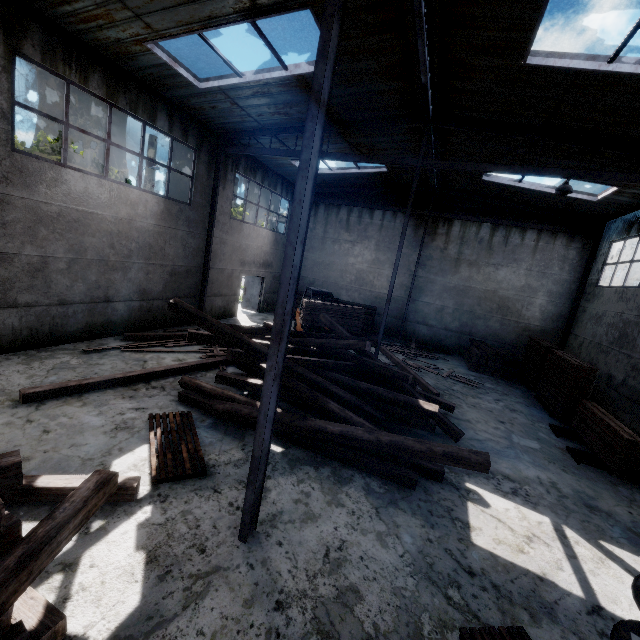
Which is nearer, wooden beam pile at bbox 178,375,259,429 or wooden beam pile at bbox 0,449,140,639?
wooden beam pile at bbox 0,449,140,639

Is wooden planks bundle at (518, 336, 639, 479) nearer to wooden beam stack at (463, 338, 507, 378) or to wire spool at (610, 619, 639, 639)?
wooden beam stack at (463, 338, 507, 378)

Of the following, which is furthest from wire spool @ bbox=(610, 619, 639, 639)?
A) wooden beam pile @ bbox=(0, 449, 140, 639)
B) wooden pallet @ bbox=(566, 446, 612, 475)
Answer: wooden beam pile @ bbox=(0, 449, 140, 639)

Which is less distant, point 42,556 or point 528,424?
point 42,556

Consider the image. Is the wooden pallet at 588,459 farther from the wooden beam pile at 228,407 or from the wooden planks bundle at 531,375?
the wooden beam pile at 228,407

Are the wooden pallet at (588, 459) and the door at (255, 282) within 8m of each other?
no

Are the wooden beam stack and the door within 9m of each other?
no

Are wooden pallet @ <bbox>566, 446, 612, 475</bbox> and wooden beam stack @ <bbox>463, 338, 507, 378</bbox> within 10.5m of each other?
yes
